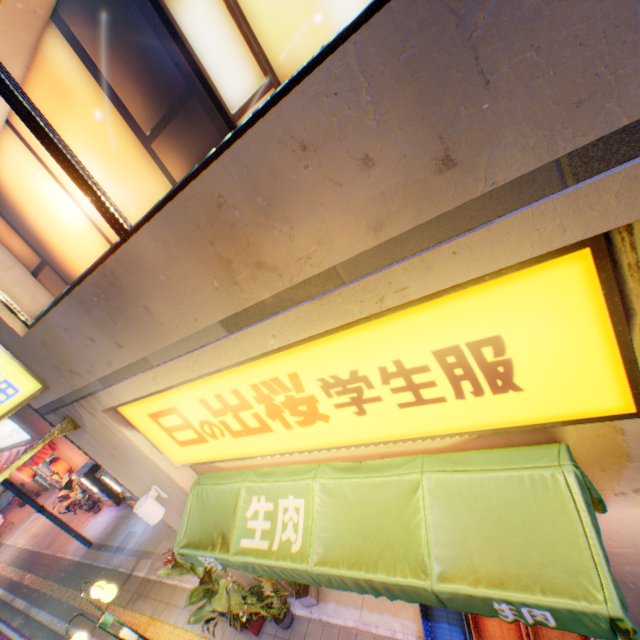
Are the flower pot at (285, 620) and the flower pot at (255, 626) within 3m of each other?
yes

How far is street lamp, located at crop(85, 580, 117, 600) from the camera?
6.4m

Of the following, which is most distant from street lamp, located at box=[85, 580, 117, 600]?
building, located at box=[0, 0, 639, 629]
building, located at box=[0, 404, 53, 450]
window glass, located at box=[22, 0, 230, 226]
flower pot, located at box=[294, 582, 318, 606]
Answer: window glass, located at box=[22, 0, 230, 226]

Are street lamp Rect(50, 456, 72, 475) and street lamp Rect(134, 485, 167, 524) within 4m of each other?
no

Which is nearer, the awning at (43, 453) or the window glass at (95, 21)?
the window glass at (95, 21)

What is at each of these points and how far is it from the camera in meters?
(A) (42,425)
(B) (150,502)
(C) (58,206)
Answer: (A) building, 14.8
(B) street lamp, 5.3
(C) window glass, 3.5

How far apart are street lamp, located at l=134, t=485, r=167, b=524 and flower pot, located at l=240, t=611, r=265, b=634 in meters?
2.9

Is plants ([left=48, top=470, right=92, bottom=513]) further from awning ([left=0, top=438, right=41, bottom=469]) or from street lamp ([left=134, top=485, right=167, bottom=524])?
street lamp ([left=134, top=485, right=167, bottom=524])
